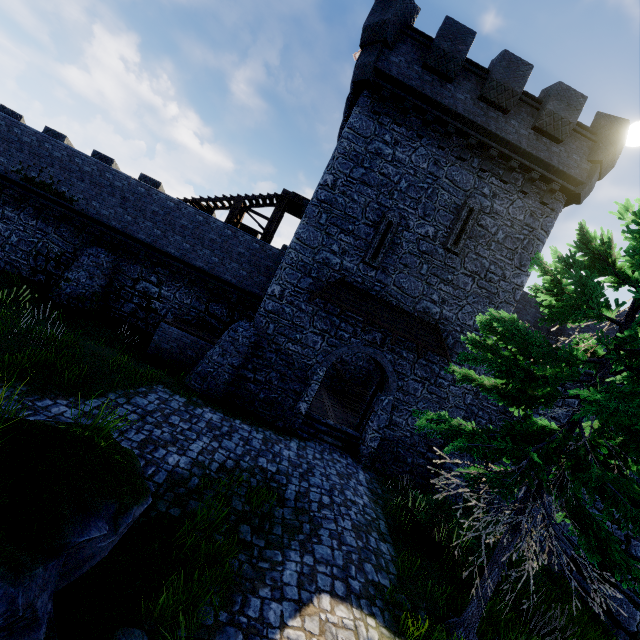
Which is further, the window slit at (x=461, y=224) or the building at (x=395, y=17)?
the window slit at (x=461, y=224)

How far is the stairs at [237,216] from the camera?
16.7 meters

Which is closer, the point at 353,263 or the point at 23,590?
the point at 23,590

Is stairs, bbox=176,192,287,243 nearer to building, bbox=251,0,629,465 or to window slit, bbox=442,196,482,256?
building, bbox=251,0,629,465

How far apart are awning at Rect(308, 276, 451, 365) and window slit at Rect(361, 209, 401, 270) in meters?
0.7 m

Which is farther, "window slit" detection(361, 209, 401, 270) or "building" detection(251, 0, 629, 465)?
"window slit" detection(361, 209, 401, 270)

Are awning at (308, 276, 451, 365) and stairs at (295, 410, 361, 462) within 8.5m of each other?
yes

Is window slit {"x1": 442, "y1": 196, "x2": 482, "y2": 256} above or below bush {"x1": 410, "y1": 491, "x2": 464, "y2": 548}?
above
